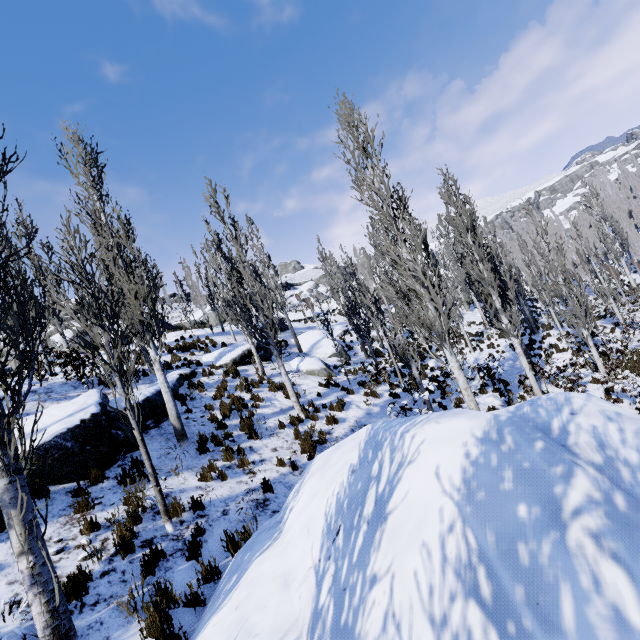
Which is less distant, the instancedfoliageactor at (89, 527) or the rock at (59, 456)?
the instancedfoliageactor at (89, 527)

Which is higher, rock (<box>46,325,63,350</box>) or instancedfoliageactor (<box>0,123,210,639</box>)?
rock (<box>46,325,63,350</box>)

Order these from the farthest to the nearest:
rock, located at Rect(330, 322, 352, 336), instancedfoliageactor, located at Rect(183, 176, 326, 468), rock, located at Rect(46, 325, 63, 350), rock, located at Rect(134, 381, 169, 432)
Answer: rock, located at Rect(330, 322, 352, 336), rock, located at Rect(46, 325, 63, 350), instancedfoliageactor, located at Rect(183, 176, 326, 468), rock, located at Rect(134, 381, 169, 432)

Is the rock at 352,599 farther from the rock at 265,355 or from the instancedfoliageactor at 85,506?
the rock at 265,355

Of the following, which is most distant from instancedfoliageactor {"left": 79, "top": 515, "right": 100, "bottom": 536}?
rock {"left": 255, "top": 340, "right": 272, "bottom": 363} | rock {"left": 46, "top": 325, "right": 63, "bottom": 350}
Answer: rock {"left": 46, "top": 325, "right": 63, "bottom": 350}

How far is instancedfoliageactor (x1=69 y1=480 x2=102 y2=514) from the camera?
5.82m

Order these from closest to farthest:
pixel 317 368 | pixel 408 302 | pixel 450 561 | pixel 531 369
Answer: pixel 450 561 < pixel 531 369 < pixel 317 368 < pixel 408 302
